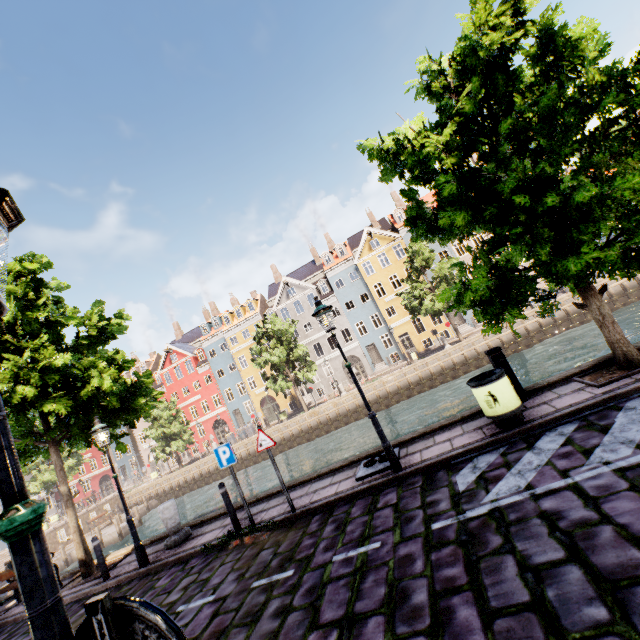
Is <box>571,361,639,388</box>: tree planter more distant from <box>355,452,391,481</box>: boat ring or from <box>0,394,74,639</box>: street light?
<box>355,452,391,481</box>: boat ring

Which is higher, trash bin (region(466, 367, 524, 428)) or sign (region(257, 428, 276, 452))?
sign (region(257, 428, 276, 452))

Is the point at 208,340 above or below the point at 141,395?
above

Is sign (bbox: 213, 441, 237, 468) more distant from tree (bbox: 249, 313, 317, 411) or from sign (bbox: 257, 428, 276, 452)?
tree (bbox: 249, 313, 317, 411)

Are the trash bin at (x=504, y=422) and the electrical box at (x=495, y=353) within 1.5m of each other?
yes

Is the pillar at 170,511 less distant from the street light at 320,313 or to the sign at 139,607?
the street light at 320,313

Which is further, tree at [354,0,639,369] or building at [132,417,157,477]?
building at [132,417,157,477]

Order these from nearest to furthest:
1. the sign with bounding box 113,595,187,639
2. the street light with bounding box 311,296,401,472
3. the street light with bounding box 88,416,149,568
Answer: the sign with bounding box 113,595,187,639 → the street light with bounding box 311,296,401,472 → the street light with bounding box 88,416,149,568
